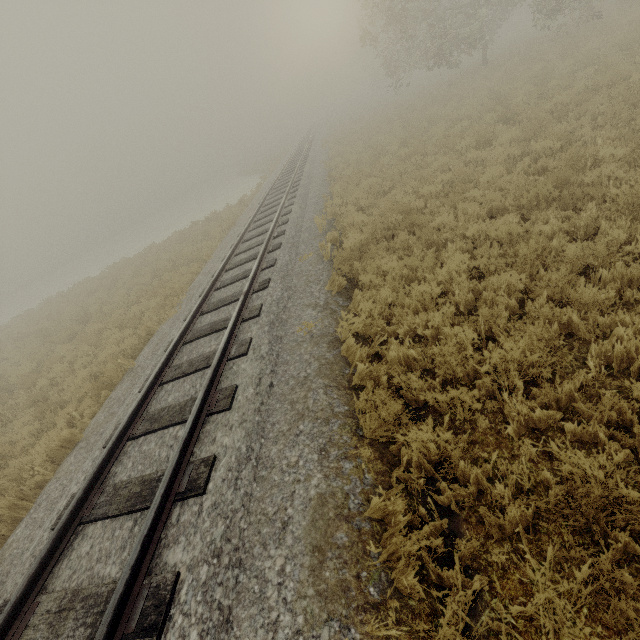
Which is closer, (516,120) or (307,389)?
(307,389)
